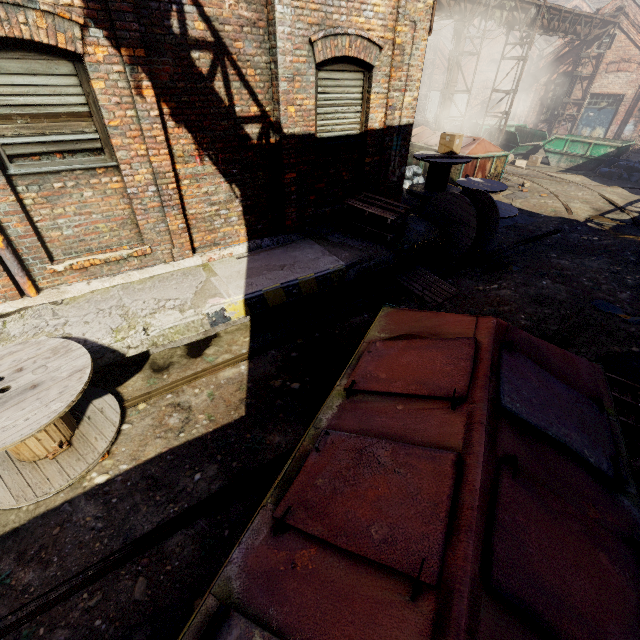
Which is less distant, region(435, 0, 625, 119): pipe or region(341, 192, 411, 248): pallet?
region(341, 192, 411, 248): pallet

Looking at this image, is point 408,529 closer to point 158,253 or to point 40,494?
point 40,494

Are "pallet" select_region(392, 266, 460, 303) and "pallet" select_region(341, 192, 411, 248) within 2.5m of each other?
yes

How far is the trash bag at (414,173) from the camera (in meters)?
→ 13.03

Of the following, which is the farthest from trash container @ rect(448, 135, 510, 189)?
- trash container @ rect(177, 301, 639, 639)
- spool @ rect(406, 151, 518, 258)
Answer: trash container @ rect(177, 301, 639, 639)

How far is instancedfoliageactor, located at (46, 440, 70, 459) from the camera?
3.6m

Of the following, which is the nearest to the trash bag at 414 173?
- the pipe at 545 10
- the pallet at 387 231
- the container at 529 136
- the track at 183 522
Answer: the pipe at 545 10

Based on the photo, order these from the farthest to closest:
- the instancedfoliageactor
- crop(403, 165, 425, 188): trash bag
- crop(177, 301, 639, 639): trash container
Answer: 1. crop(403, 165, 425, 188): trash bag
2. the instancedfoliageactor
3. crop(177, 301, 639, 639): trash container
